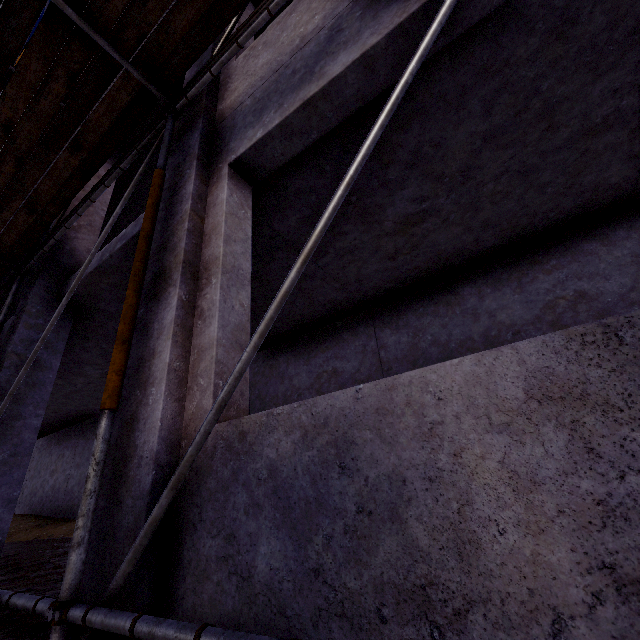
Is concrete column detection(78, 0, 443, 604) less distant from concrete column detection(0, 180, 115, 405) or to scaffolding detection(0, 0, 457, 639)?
scaffolding detection(0, 0, 457, 639)

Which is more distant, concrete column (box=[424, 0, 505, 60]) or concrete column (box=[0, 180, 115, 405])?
concrete column (box=[0, 180, 115, 405])

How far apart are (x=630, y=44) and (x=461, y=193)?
1.7m

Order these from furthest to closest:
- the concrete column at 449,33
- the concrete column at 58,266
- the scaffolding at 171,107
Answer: the concrete column at 58,266 < the concrete column at 449,33 < the scaffolding at 171,107

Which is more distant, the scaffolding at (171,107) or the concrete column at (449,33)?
the concrete column at (449,33)

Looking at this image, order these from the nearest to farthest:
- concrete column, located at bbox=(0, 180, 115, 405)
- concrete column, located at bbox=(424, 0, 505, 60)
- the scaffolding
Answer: the scaffolding → concrete column, located at bbox=(424, 0, 505, 60) → concrete column, located at bbox=(0, 180, 115, 405)
